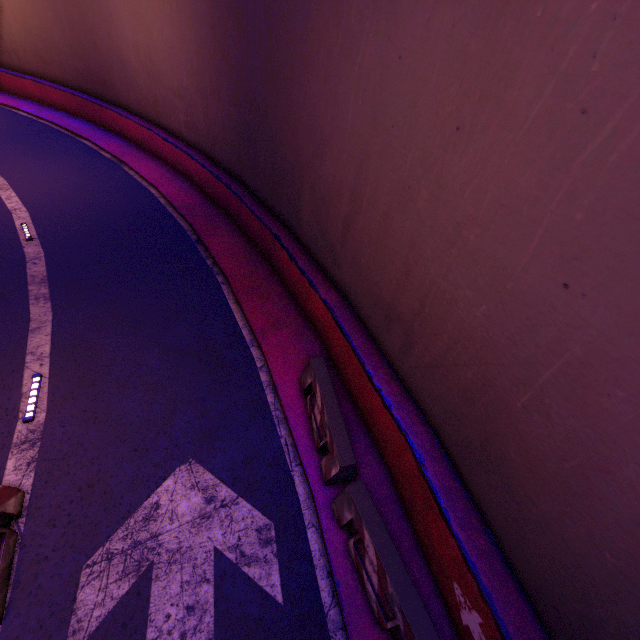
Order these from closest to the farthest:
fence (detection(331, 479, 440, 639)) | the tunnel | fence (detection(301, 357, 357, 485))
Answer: the tunnel
fence (detection(331, 479, 440, 639))
fence (detection(301, 357, 357, 485))

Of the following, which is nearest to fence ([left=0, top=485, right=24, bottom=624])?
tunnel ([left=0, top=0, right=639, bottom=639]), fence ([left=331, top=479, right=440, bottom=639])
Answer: tunnel ([left=0, top=0, right=639, bottom=639])

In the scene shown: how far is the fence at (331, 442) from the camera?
5.9 meters

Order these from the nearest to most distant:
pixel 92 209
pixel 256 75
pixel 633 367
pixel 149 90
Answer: pixel 633 367, pixel 256 75, pixel 92 209, pixel 149 90

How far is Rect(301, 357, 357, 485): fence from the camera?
5.87m

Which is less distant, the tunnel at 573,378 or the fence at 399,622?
the tunnel at 573,378

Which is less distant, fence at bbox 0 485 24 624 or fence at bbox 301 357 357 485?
fence at bbox 0 485 24 624

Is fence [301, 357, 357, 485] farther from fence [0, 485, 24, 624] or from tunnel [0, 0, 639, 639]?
fence [0, 485, 24, 624]
